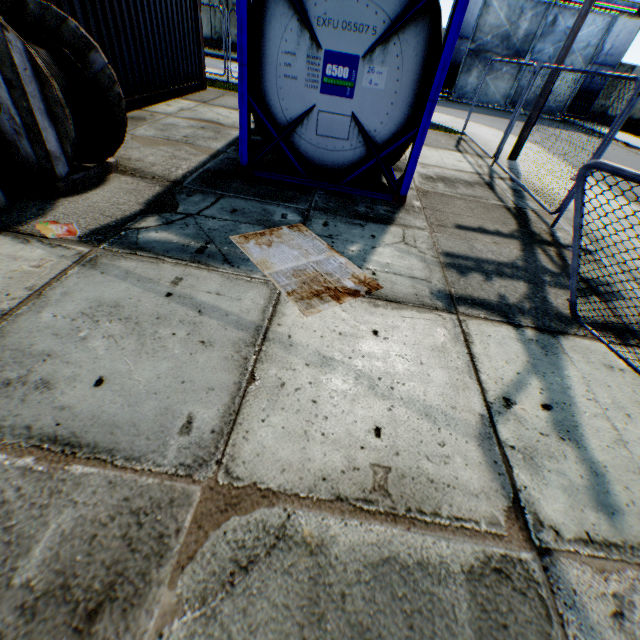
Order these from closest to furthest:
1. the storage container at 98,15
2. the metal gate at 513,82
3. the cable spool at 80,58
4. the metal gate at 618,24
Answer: the cable spool at 80,58 < the storage container at 98,15 < the metal gate at 618,24 < the metal gate at 513,82

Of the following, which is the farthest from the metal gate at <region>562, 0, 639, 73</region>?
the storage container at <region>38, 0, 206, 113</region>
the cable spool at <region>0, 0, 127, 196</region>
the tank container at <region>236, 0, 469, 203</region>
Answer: the cable spool at <region>0, 0, 127, 196</region>

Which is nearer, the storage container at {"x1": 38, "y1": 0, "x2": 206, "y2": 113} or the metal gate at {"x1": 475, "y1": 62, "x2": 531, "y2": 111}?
the storage container at {"x1": 38, "y1": 0, "x2": 206, "y2": 113}

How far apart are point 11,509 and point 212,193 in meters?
4.3

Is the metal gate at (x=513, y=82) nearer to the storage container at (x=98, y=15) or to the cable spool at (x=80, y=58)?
the storage container at (x=98, y=15)

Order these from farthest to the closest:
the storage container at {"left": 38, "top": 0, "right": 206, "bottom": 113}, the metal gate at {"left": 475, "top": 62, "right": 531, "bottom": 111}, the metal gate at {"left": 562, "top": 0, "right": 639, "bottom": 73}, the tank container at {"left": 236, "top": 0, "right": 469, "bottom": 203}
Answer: the metal gate at {"left": 475, "top": 62, "right": 531, "bottom": 111}, the metal gate at {"left": 562, "top": 0, "right": 639, "bottom": 73}, the storage container at {"left": 38, "top": 0, "right": 206, "bottom": 113}, the tank container at {"left": 236, "top": 0, "right": 469, "bottom": 203}

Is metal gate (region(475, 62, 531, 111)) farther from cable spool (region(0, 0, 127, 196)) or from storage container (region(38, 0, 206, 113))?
cable spool (region(0, 0, 127, 196))
